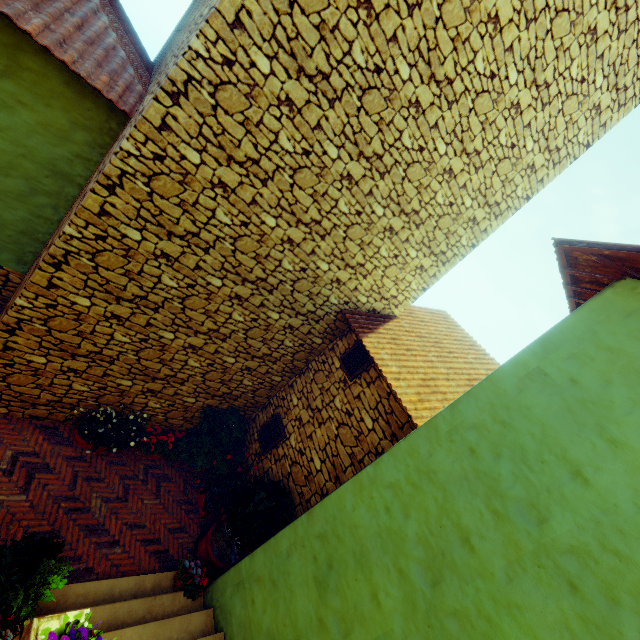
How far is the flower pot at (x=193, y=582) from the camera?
5.0 meters

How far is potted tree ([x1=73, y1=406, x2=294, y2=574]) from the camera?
5.3m

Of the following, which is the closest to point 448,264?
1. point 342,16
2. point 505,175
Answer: point 505,175

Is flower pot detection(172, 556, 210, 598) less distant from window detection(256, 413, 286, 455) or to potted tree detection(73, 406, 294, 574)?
potted tree detection(73, 406, 294, 574)

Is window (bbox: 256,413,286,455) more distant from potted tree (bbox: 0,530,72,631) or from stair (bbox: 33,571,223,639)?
potted tree (bbox: 0,530,72,631)

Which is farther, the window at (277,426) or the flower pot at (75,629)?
the window at (277,426)

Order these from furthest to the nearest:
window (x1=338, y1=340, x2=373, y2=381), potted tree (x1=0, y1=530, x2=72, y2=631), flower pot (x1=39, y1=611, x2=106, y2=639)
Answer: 1. window (x1=338, y1=340, x2=373, y2=381)
2. potted tree (x1=0, y1=530, x2=72, y2=631)
3. flower pot (x1=39, y1=611, x2=106, y2=639)

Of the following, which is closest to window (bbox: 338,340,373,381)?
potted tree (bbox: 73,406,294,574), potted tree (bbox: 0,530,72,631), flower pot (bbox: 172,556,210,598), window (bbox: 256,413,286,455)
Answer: window (bbox: 256,413,286,455)
